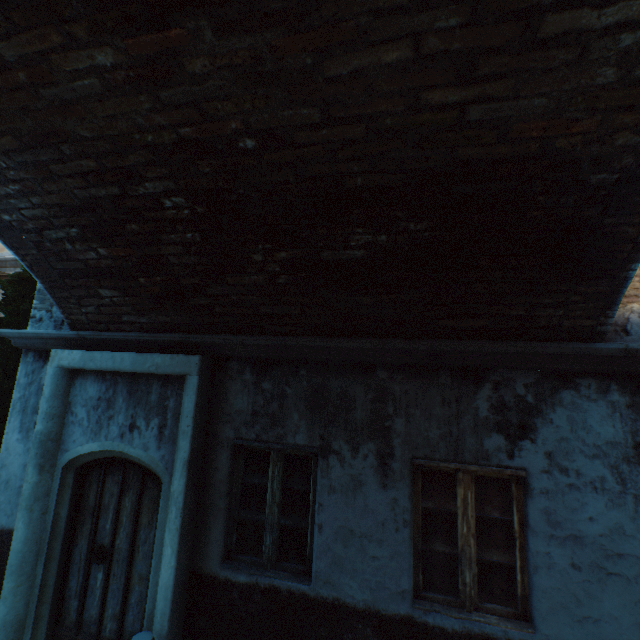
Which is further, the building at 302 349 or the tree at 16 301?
the tree at 16 301

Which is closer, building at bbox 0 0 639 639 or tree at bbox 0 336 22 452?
building at bbox 0 0 639 639

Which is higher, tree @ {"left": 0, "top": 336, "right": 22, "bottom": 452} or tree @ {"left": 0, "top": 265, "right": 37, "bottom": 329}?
tree @ {"left": 0, "top": 265, "right": 37, "bottom": 329}

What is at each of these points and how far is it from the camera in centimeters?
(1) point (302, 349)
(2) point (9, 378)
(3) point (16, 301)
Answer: (1) building, 359cm
(2) tree, 516cm
(3) tree, 517cm
